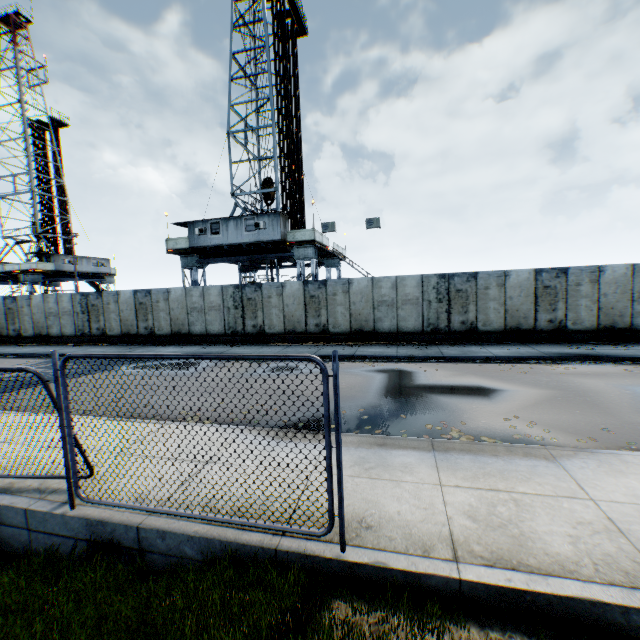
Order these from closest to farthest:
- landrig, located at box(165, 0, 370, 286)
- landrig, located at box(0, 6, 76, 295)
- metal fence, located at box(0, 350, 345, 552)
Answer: metal fence, located at box(0, 350, 345, 552) < landrig, located at box(165, 0, 370, 286) < landrig, located at box(0, 6, 76, 295)

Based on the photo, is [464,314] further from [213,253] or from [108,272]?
[108,272]

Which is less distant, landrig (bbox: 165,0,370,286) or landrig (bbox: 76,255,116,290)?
landrig (bbox: 165,0,370,286)

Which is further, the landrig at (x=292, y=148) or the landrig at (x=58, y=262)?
the landrig at (x=58, y=262)

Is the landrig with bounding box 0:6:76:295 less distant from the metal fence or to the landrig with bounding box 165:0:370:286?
the landrig with bounding box 165:0:370:286

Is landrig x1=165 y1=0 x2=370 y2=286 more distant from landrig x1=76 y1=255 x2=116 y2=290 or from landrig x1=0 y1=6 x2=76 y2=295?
landrig x1=0 y1=6 x2=76 y2=295

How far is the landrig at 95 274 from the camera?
37.5m

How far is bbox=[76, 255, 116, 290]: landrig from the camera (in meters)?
37.50
